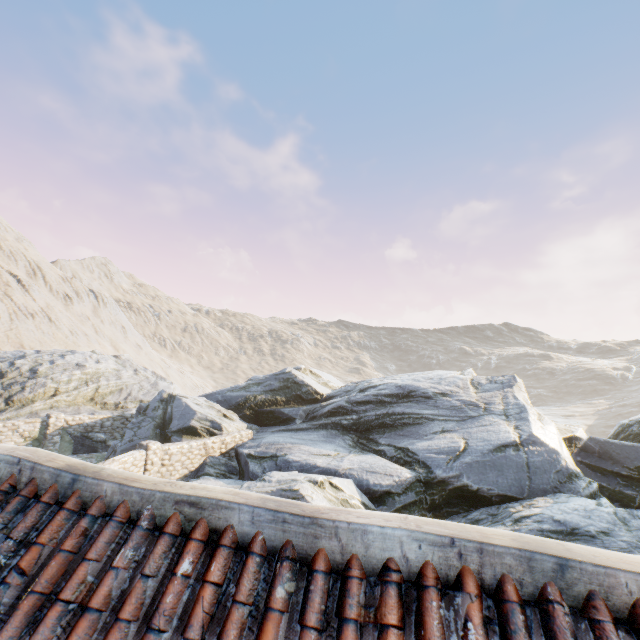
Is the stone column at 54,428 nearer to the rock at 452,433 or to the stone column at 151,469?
the rock at 452,433

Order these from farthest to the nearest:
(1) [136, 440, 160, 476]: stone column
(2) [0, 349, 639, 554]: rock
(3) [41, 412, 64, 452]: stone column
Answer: (3) [41, 412, 64, 452]: stone column → (1) [136, 440, 160, 476]: stone column → (2) [0, 349, 639, 554]: rock

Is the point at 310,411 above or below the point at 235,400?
below

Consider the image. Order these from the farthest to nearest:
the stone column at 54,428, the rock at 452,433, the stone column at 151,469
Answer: the stone column at 54,428
the stone column at 151,469
the rock at 452,433

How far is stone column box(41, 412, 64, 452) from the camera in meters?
17.3 m

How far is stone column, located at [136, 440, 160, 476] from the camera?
13.0m

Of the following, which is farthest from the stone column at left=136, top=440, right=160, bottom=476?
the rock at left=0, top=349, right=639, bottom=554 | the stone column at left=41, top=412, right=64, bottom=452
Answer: the stone column at left=41, top=412, right=64, bottom=452
